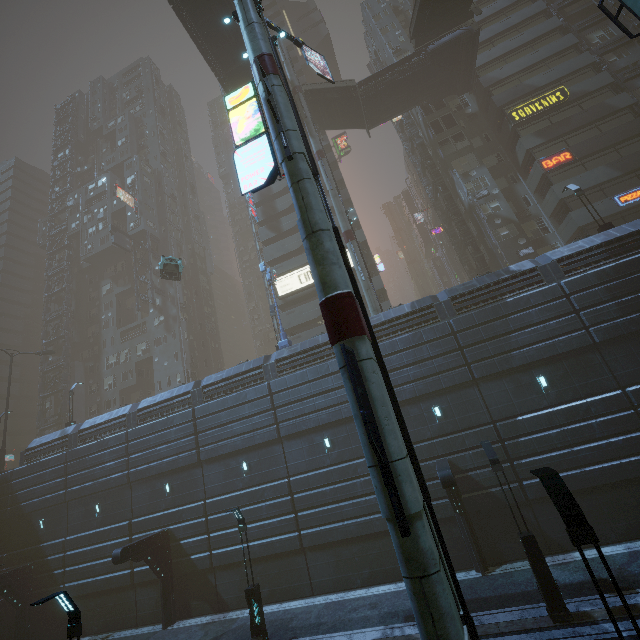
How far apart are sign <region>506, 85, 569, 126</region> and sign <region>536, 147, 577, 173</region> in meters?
4.3

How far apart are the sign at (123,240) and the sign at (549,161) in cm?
4973

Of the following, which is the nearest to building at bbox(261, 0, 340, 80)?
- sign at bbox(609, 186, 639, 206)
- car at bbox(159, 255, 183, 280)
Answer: sign at bbox(609, 186, 639, 206)

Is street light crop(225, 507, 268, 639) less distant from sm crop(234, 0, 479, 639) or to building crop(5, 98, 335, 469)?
building crop(5, 98, 335, 469)

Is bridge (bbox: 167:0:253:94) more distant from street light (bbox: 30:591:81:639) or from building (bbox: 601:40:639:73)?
street light (bbox: 30:591:81:639)

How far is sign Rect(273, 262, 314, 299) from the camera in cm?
3531

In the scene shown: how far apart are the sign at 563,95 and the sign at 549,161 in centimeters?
434cm

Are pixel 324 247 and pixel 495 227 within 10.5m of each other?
no
